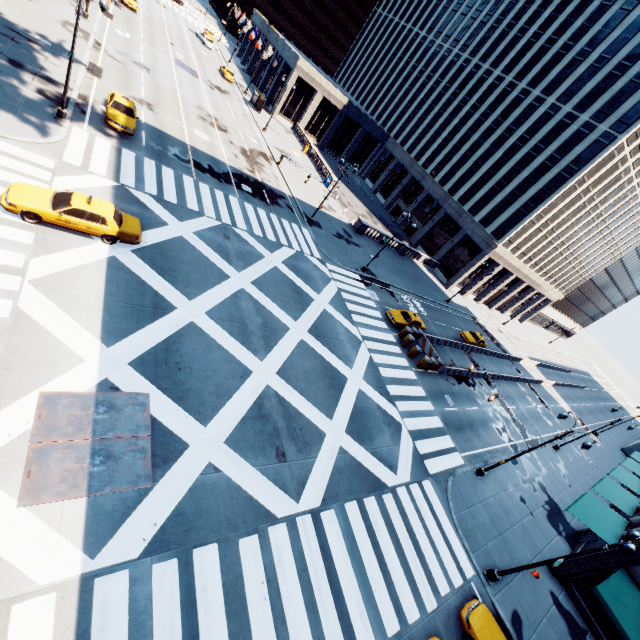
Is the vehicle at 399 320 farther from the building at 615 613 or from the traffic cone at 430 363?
the building at 615 613

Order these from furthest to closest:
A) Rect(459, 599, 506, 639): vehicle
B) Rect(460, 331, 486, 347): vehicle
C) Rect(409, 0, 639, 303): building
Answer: Rect(409, 0, 639, 303): building
Rect(460, 331, 486, 347): vehicle
Rect(459, 599, 506, 639): vehicle

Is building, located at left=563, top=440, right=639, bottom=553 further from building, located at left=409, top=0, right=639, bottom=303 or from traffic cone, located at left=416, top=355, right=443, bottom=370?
building, located at left=409, top=0, right=639, bottom=303

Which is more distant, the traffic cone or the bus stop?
the bus stop

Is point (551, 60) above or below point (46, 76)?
above

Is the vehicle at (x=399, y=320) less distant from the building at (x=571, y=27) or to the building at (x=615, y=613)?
the building at (x=615, y=613)

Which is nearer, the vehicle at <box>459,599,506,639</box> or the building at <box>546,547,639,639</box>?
the vehicle at <box>459,599,506,639</box>

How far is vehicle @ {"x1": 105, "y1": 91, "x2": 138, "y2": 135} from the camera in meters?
22.9 m
